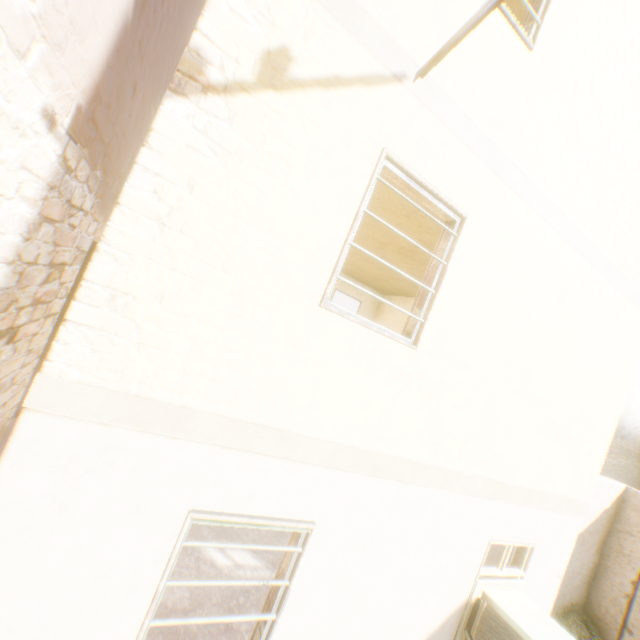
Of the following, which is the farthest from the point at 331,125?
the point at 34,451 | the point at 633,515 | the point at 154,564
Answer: the point at 633,515
